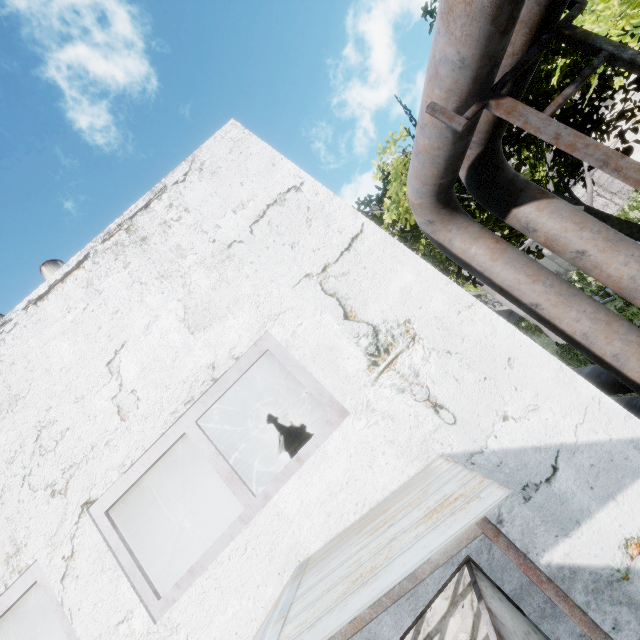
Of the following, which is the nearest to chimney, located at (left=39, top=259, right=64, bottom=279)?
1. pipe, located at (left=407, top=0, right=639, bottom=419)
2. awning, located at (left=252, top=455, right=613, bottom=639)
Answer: pipe, located at (left=407, top=0, right=639, bottom=419)

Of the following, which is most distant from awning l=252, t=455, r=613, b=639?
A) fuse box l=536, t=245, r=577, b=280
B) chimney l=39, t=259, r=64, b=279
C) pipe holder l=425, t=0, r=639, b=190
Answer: fuse box l=536, t=245, r=577, b=280

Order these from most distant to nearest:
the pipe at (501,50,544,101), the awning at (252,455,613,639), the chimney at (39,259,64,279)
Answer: the chimney at (39,259,64,279) → the pipe at (501,50,544,101) → the awning at (252,455,613,639)

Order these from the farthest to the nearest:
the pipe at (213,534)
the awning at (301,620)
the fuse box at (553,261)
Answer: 1. the fuse box at (553,261)
2. the pipe at (213,534)
3. the awning at (301,620)

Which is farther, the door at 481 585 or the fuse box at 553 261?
the fuse box at 553 261

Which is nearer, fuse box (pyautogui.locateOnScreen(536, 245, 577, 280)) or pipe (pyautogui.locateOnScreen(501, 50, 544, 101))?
pipe (pyautogui.locateOnScreen(501, 50, 544, 101))

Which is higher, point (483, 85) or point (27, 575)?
point (27, 575)
